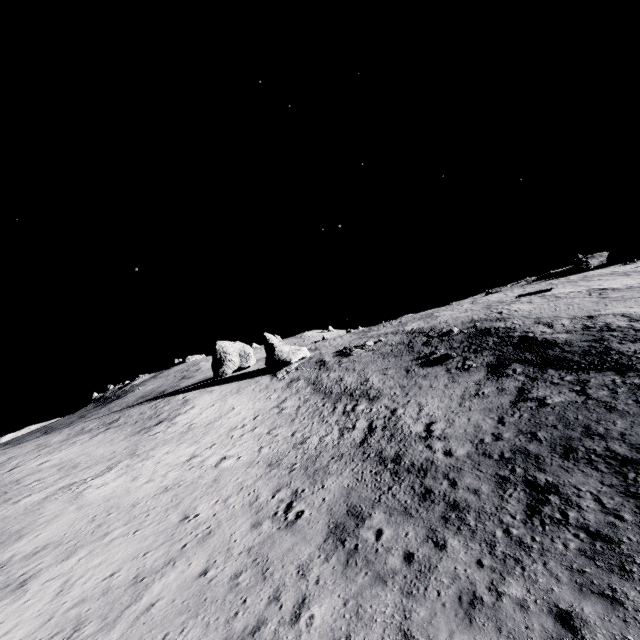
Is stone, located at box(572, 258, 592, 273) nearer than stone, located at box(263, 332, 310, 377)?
No

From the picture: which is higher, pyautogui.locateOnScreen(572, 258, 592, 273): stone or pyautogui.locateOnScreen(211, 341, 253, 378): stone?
pyautogui.locateOnScreen(211, 341, 253, 378): stone

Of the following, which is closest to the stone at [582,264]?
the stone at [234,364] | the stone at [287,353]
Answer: the stone at [287,353]

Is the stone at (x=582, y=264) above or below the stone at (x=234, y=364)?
below

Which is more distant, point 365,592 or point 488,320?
point 488,320

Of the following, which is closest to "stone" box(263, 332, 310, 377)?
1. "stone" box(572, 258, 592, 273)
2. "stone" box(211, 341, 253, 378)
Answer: "stone" box(211, 341, 253, 378)
